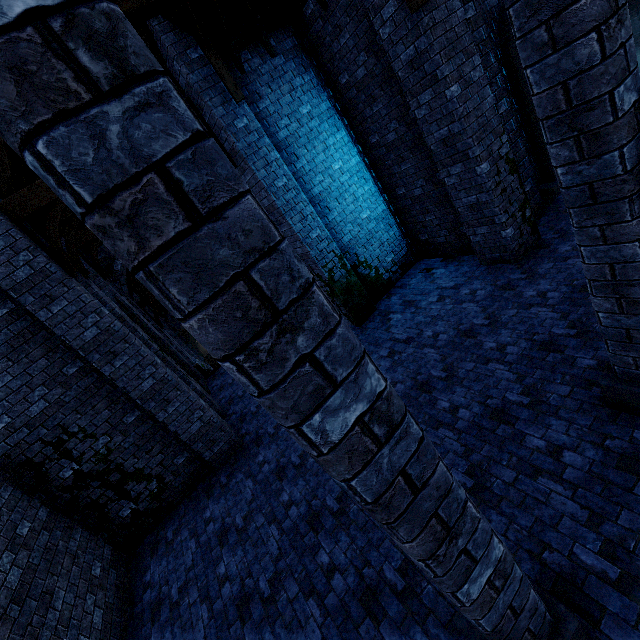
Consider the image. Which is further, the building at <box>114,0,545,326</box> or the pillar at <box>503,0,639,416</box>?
the building at <box>114,0,545,326</box>

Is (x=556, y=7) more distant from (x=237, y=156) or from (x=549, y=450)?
(x=237, y=156)

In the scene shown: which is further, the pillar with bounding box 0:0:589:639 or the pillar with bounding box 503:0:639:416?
the pillar with bounding box 503:0:639:416

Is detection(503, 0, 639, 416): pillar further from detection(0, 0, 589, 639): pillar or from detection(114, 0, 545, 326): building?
detection(0, 0, 589, 639): pillar

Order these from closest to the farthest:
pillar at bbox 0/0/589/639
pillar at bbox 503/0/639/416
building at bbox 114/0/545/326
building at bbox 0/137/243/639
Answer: pillar at bbox 0/0/589/639 < pillar at bbox 503/0/639/416 < building at bbox 0/137/243/639 < building at bbox 114/0/545/326

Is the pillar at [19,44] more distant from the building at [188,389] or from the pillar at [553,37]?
the pillar at [553,37]

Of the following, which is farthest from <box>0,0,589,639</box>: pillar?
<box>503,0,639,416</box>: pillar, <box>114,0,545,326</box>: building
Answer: <box>503,0,639,416</box>: pillar
